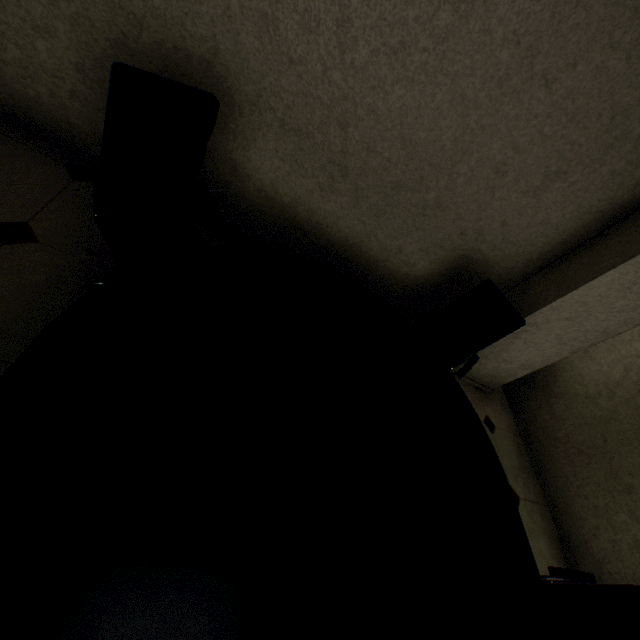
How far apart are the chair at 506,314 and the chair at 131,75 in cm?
166

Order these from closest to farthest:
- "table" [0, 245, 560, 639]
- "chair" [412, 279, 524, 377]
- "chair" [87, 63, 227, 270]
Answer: "table" [0, 245, 560, 639] < "chair" [87, 63, 227, 270] < "chair" [412, 279, 524, 377]

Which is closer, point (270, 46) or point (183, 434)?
point (183, 434)

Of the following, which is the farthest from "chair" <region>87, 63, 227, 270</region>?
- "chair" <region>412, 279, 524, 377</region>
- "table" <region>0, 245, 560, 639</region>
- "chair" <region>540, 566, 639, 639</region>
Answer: "chair" <region>540, 566, 639, 639</region>

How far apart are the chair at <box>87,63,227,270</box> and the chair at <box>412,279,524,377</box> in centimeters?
166cm

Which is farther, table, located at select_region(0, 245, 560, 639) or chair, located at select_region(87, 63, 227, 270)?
chair, located at select_region(87, 63, 227, 270)

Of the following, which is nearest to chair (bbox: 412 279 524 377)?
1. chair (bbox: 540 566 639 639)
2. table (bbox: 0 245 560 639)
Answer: table (bbox: 0 245 560 639)

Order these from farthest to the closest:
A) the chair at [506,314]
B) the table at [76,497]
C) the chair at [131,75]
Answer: the chair at [506,314]
the chair at [131,75]
the table at [76,497]
